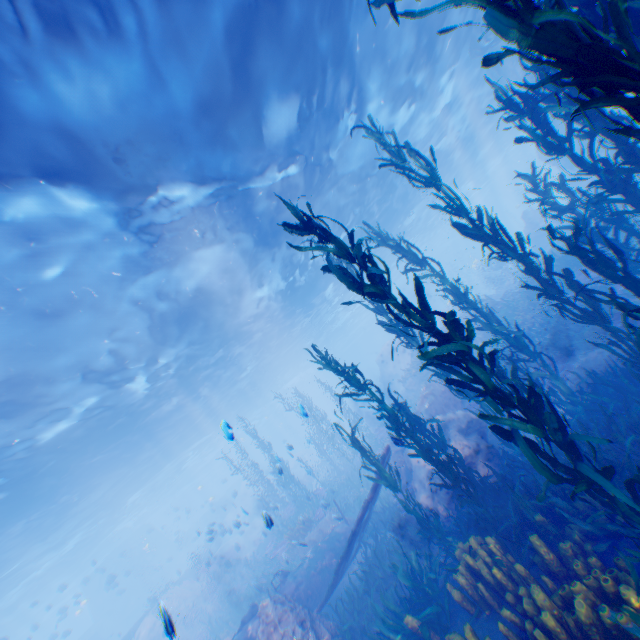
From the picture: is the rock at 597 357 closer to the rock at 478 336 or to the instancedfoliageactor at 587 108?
the instancedfoliageactor at 587 108

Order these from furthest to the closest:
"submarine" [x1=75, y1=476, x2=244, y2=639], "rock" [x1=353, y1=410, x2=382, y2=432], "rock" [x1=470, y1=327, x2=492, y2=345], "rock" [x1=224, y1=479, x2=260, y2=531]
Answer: "rock" [x1=353, y1=410, x2=382, y2=432] → "submarine" [x1=75, y1=476, x2=244, y2=639] → "rock" [x1=224, y1=479, x2=260, y2=531] → "rock" [x1=470, y1=327, x2=492, y2=345]

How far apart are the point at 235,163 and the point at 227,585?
25.55m

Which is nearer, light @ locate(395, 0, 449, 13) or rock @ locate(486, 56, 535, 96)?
light @ locate(395, 0, 449, 13)

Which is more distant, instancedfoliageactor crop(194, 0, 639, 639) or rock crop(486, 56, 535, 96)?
rock crop(486, 56, 535, 96)

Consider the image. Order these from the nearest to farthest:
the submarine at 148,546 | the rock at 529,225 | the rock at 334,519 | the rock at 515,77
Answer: the rock at 334,519, the rock at 515,77, the rock at 529,225, the submarine at 148,546

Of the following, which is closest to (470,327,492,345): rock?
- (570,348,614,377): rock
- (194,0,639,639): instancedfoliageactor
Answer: (194,0,639,639): instancedfoliageactor

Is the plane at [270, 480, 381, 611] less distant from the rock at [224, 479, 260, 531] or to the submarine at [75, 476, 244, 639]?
the rock at [224, 479, 260, 531]
